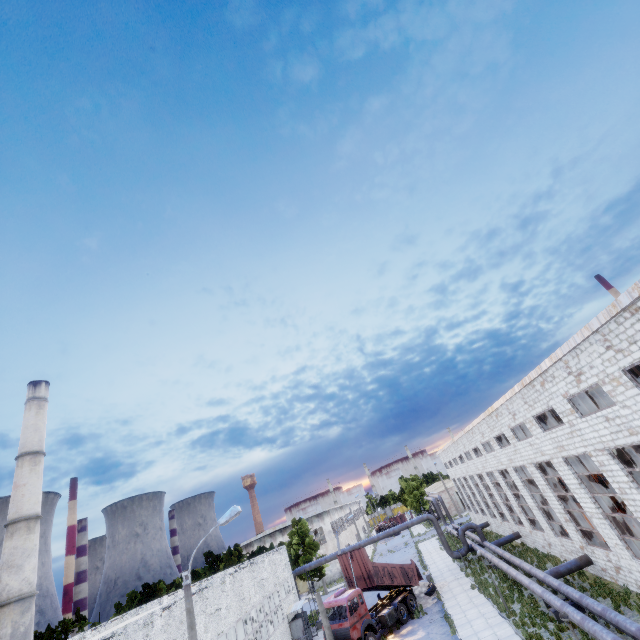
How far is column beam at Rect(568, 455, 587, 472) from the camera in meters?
18.8 m

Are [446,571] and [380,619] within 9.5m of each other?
no

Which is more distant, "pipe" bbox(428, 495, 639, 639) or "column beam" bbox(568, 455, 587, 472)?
"column beam" bbox(568, 455, 587, 472)

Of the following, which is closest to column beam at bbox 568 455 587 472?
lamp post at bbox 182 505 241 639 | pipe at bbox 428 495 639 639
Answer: pipe at bbox 428 495 639 639

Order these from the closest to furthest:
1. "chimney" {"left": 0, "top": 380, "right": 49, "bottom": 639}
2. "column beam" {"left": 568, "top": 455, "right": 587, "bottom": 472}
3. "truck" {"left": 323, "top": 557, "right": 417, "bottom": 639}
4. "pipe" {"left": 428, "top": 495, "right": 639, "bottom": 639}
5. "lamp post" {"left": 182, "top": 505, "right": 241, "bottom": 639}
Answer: "lamp post" {"left": 182, "top": 505, "right": 241, "bottom": 639} → "pipe" {"left": 428, "top": 495, "right": 639, "bottom": 639} → "column beam" {"left": 568, "top": 455, "right": 587, "bottom": 472} → "truck" {"left": 323, "top": 557, "right": 417, "bottom": 639} → "chimney" {"left": 0, "top": 380, "right": 49, "bottom": 639}

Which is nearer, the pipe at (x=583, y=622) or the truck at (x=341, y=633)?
the pipe at (x=583, y=622)

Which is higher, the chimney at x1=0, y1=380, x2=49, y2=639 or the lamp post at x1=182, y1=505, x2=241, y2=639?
the chimney at x1=0, y1=380, x2=49, y2=639

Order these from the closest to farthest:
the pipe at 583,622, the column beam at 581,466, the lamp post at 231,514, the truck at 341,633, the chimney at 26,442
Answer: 1. the lamp post at 231,514
2. the pipe at 583,622
3. the column beam at 581,466
4. the truck at 341,633
5. the chimney at 26,442
